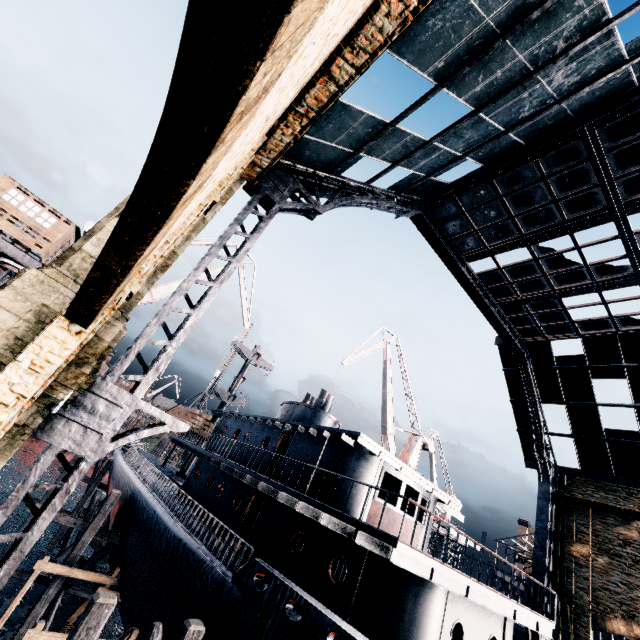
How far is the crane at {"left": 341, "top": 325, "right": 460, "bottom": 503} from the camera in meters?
31.8

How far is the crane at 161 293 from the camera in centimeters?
2657cm

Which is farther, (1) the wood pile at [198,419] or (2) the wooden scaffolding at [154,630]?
(1) the wood pile at [198,419]

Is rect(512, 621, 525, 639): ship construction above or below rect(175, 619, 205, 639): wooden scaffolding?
above

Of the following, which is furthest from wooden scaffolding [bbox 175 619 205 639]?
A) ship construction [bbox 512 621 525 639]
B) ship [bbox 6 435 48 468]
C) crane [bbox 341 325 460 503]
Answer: ship [bbox 6 435 48 468]

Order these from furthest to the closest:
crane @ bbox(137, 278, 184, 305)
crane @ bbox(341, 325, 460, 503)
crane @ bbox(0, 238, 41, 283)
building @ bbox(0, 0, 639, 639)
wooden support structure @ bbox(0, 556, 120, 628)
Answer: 1. crane @ bbox(341, 325, 460, 503)
2. crane @ bbox(137, 278, 184, 305)
3. crane @ bbox(0, 238, 41, 283)
4. wooden support structure @ bbox(0, 556, 120, 628)
5. building @ bbox(0, 0, 639, 639)

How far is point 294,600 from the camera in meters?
9.2 m

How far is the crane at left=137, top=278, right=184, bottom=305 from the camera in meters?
26.6 m
